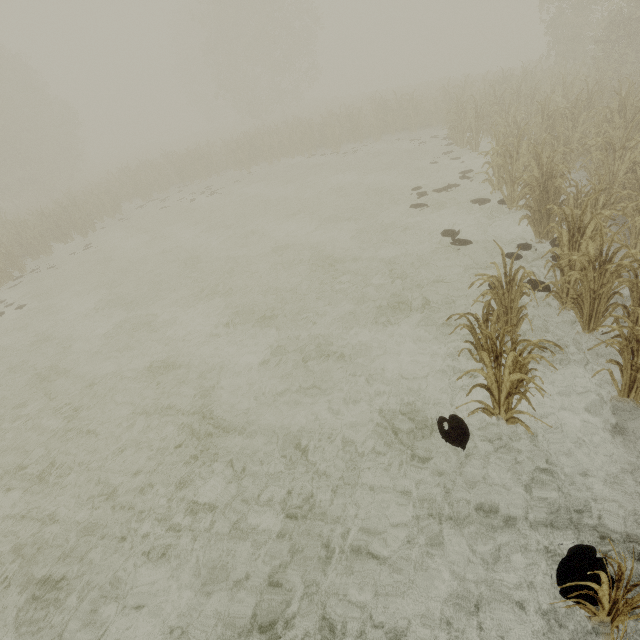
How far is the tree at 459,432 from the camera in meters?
3.9 m

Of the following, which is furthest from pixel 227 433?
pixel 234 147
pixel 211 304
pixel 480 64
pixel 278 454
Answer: pixel 480 64

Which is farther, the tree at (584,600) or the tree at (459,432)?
the tree at (459,432)

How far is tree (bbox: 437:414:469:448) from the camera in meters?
3.9

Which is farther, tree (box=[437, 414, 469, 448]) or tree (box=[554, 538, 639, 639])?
tree (box=[437, 414, 469, 448])
